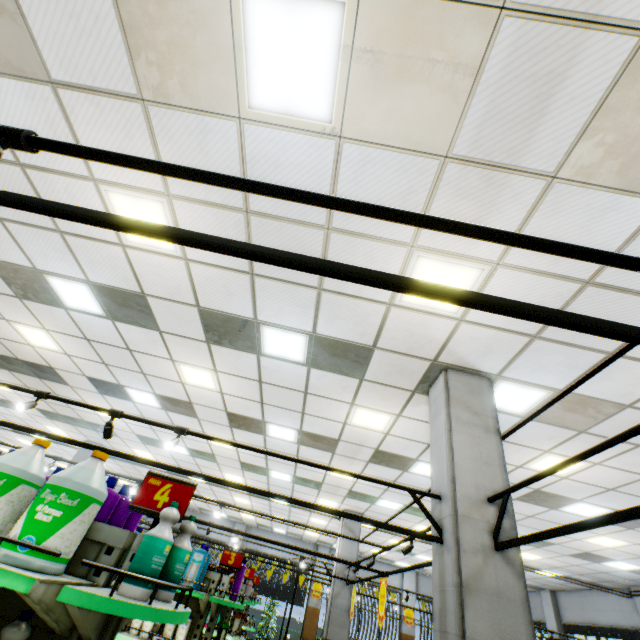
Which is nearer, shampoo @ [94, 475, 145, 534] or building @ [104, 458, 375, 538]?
shampoo @ [94, 475, 145, 534]

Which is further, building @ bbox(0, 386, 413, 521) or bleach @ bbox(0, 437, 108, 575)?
building @ bbox(0, 386, 413, 521)

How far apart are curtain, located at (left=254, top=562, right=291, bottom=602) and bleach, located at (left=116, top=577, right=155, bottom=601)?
20.66m

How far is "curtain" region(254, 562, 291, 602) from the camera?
17.3m

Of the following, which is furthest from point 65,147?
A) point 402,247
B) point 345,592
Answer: point 345,592

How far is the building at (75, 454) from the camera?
11.9 meters

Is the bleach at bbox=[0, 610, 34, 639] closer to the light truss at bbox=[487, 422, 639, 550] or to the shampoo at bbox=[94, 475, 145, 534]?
the shampoo at bbox=[94, 475, 145, 534]
